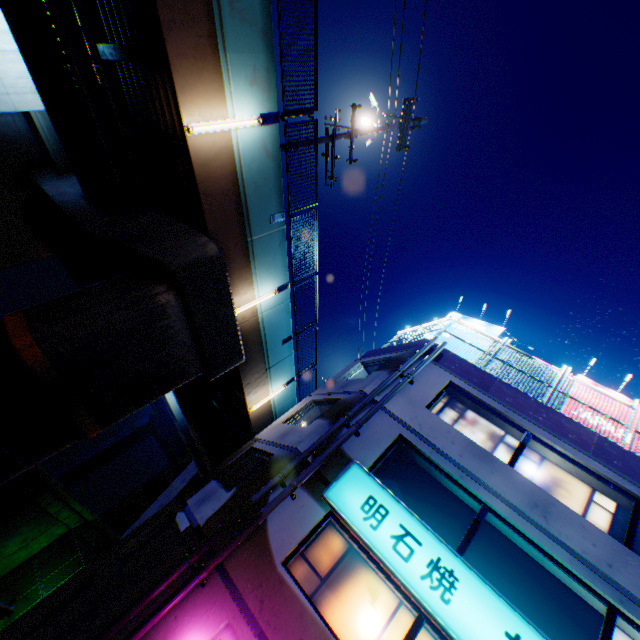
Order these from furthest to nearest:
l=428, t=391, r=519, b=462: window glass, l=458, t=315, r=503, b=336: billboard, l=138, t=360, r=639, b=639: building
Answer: l=458, t=315, r=503, b=336: billboard < l=428, t=391, r=519, b=462: window glass < l=138, t=360, r=639, b=639: building

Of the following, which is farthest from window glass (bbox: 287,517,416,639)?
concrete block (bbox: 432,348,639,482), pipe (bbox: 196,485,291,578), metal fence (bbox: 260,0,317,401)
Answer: concrete block (bbox: 432,348,639,482)

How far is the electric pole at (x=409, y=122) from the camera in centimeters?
1059cm

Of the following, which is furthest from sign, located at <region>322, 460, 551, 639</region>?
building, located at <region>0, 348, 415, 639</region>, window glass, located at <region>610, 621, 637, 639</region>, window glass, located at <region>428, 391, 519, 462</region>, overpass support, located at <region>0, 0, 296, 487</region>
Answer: overpass support, located at <region>0, 0, 296, 487</region>

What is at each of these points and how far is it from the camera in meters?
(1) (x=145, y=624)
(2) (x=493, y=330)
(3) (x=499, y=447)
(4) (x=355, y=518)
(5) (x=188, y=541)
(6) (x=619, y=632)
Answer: (1) pipe, 6.1
(2) billboard, 15.4
(3) window glass, 10.0
(4) sign, 7.8
(5) building, 7.5
(6) window glass, 6.8

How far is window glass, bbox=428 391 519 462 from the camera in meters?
10.0 m

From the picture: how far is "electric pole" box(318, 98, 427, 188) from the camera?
10.6m

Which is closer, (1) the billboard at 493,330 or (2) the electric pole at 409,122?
(2) the electric pole at 409,122
